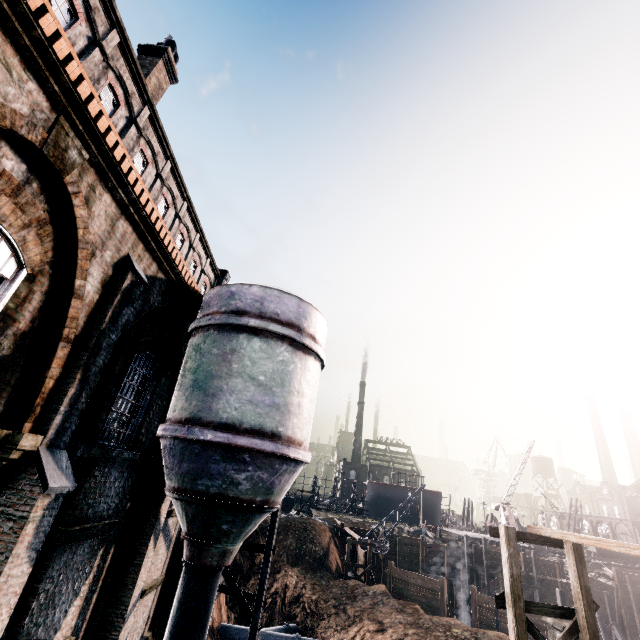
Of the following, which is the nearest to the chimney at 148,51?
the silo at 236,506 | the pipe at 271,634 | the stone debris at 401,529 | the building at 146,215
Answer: the building at 146,215

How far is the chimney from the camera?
16.73m

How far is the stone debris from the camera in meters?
43.5

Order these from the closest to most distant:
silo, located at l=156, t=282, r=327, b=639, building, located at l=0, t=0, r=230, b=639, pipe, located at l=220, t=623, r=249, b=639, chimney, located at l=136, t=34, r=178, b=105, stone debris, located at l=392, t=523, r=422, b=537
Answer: building, located at l=0, t=0, r=230, b=639 < silo, located at l=156, t=282, r=327, b=639 < chimney, located at l=136, t=34, r=178, b=105 < pipe, located at l=220, t=623, r=249, b=639 < stone debris, located at l=392, t=523, r=422, b=537

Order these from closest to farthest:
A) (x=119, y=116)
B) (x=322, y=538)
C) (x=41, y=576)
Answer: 1. (x=41, y=576)
2. (x=119, y=116)
3. (x=322, y=538)

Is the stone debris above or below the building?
below

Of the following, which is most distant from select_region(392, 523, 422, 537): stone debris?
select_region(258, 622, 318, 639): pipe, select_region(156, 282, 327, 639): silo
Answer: select_region(156, 282, 327, 639): silo
